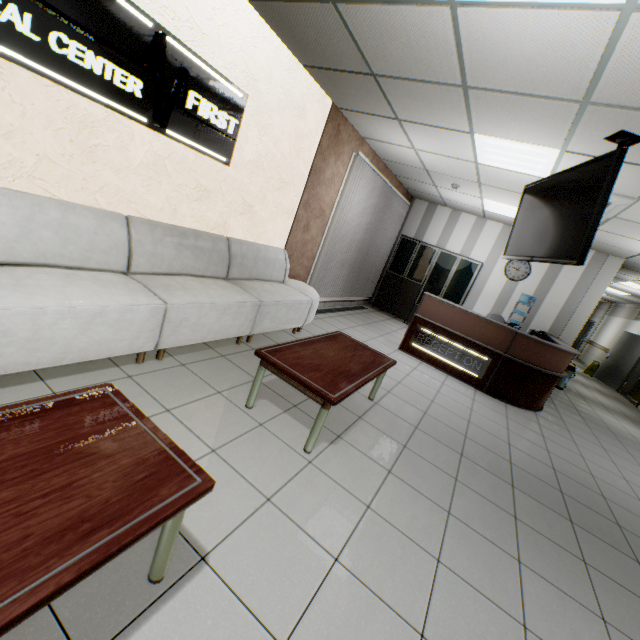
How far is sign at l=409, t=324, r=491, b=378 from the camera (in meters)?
5.50

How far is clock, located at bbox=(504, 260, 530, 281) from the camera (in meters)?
7.88

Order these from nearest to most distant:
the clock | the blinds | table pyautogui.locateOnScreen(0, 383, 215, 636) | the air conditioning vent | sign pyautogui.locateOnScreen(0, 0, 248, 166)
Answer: table pyautogui.locateOnScreen(0, 383, 215, 636) < sign pyautogui.locateOnScreen(0, 0, 248, 166) < the air conditioning vent < the blinds < the clock

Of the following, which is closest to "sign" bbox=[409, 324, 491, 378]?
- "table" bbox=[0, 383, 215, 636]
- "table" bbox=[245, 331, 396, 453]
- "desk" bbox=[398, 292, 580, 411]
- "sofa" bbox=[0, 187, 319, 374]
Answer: "desk" bbox=[398, 292, 580, 411]

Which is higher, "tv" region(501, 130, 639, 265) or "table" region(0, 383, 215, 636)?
"tv" region(501, 130, 639, 265)

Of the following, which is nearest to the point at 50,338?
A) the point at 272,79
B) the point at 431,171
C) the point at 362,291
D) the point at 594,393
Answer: the point at 272,79

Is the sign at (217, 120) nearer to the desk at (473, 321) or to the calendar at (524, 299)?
the desk at (473, 321)

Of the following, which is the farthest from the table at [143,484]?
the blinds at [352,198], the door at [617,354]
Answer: the door at [617,354]
